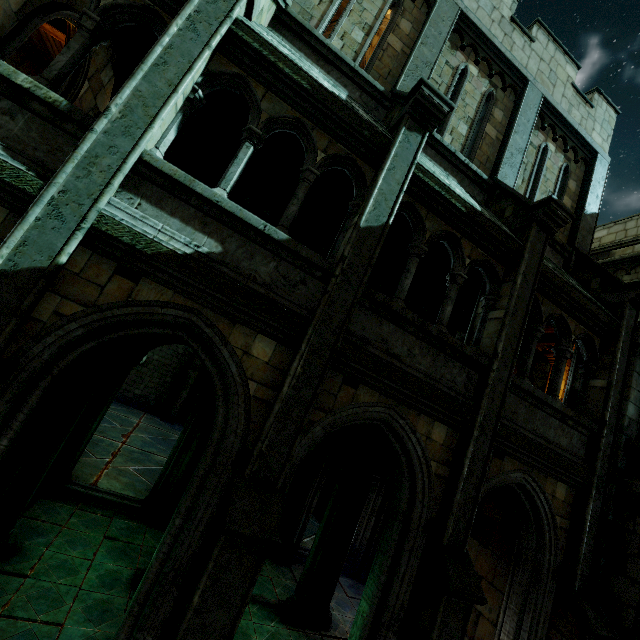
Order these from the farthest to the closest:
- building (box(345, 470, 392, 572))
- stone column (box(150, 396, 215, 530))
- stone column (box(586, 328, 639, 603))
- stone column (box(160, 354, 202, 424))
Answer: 1. stone column (box(160, 354, 202, 424))
2. building (box(345, 470, 392, 572))
3. stone column (box(150, 396, 215, 530))
4. stone column (box(586, 328, 639, 603))

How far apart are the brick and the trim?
4.65m

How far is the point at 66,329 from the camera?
3.5m

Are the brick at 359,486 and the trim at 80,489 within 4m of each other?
no

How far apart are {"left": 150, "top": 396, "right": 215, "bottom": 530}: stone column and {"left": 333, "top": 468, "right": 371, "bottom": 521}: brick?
3.2m

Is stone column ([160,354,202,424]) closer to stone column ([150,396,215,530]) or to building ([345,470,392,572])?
building ([345,470,392,572])

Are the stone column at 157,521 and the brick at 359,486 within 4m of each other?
yes

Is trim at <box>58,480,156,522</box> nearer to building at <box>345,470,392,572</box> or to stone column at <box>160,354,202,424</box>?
building at <box>345,470,392,572</box>
